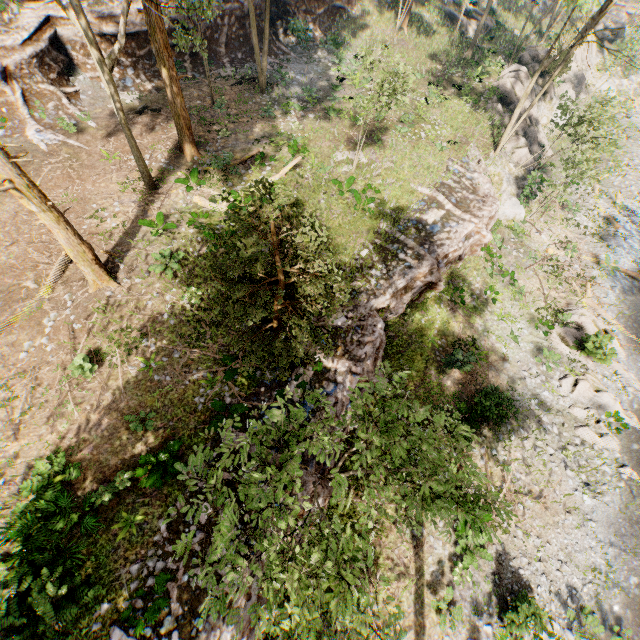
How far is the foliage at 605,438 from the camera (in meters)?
16.14

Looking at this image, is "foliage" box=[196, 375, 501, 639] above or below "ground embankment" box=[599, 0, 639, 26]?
above

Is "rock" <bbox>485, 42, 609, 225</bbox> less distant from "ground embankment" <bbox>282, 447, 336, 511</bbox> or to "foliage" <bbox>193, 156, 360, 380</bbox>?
"ground embankment" <bbox>282, 447, 336, 511</bbox>

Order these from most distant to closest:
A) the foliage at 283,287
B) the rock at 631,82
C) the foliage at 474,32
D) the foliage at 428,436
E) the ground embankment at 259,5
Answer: the rock at 631,82 → the foliage at 474,32 → the ground embankment at 259,5 → the foliage at 283,287 → the foliage at 428,436

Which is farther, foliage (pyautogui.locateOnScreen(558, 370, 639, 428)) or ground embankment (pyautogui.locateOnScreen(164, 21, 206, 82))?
ground embankment (pyautogui.locateOnScreen(164, 21, 206, 82))

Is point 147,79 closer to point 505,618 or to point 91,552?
point 91,552

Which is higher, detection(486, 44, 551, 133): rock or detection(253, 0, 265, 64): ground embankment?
detection(253, 0, 265, 64): ground embankment

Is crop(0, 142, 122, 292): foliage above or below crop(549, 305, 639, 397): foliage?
above
